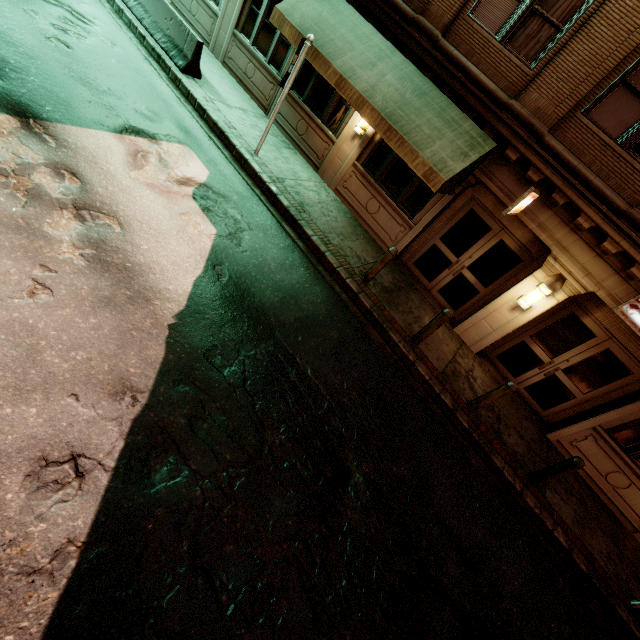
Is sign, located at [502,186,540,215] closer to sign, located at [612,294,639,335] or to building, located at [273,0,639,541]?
building, located at [273,0,639,541]

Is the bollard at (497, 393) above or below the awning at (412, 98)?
below

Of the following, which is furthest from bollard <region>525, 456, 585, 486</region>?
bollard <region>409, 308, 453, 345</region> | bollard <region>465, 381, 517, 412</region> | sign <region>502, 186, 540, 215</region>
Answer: sign <region>502, 186, 540, 215</region>

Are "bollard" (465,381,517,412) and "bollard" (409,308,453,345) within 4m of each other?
yes

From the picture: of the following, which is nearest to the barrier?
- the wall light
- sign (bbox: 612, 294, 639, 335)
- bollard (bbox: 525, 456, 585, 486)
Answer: the wall light

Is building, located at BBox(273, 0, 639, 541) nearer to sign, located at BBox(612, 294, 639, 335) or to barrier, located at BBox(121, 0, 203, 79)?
sign, located at BBox(612, 294, 639, 335)

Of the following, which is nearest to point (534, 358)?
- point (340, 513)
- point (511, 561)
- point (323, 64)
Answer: point (511, 561)

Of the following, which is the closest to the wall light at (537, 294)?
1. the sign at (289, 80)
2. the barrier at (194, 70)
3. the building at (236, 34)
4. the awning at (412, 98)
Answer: the building at (236, 34)
